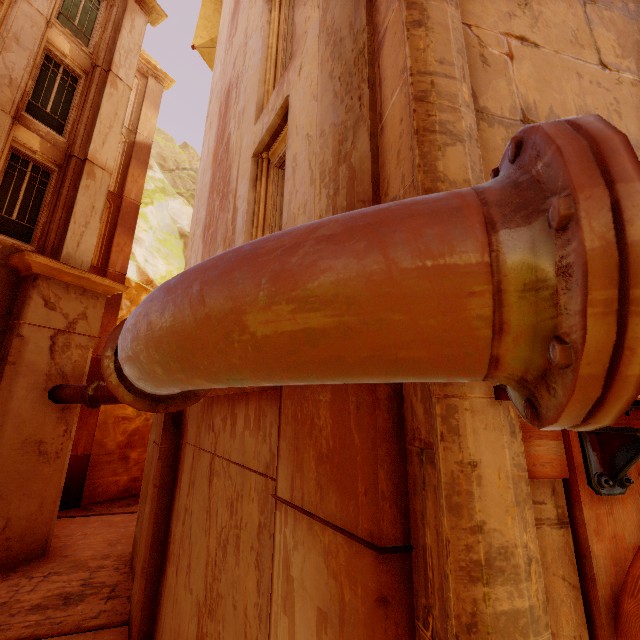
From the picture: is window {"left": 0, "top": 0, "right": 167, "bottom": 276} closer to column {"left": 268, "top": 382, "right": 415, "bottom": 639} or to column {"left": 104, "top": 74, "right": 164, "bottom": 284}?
column {"left": 104, "top": 74, "right": 164, "bottom": 284}

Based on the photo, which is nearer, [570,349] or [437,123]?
[570,349]

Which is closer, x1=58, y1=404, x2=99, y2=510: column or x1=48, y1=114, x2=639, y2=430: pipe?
x1=48, y1=114, x2=639, y2=430: pipe

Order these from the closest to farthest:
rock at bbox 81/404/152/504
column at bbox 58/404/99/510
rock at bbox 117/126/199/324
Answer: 1. column at bbox 58/404/99/510
2. rock at bbox 81/404/152/504
3. rock at bbox 117/126/199/324

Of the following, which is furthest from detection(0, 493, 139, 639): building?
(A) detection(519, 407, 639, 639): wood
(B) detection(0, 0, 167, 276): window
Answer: (B) detection(0, 0, 167, 276): window

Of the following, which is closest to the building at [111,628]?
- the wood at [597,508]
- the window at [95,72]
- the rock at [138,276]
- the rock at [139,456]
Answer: the rock at [139,456]

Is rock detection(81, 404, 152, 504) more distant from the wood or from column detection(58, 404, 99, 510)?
the wood

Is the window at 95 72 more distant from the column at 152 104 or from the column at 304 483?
the column at 304 483
